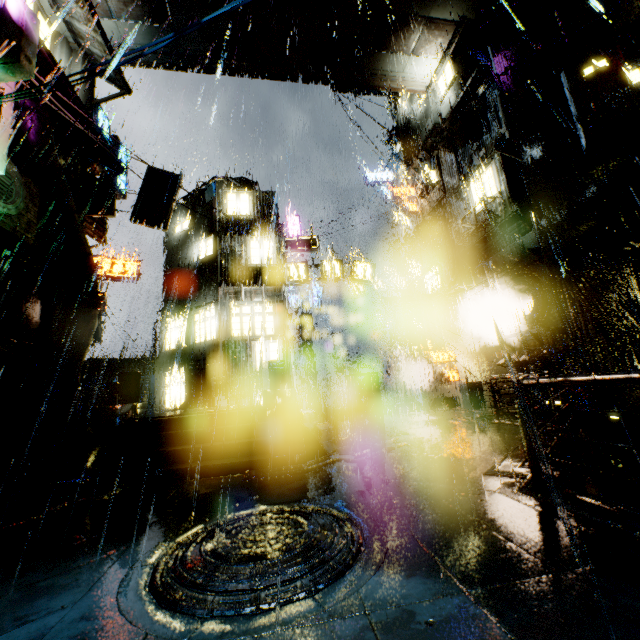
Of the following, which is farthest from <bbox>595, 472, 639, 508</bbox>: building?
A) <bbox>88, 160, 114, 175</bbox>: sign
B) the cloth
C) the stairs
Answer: the stairs

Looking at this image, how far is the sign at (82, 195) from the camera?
14.97m

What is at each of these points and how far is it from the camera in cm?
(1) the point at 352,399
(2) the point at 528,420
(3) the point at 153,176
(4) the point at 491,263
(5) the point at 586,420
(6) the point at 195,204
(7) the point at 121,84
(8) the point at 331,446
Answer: (1) support beam, 1169
(2) railing, 489
(3) sign, 1622
(4) building, 1839
(5) building, 1277
(6) building, 2067
(7) building, 1791
(8) gear, 975

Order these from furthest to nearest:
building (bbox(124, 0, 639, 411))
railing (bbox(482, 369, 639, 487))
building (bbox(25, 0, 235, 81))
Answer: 1. building (bbox(25, 0, 235, 81))
2. building (bbox(124, 0, 639, 411))
3. railing (bbox(482, 369, 639, 487))

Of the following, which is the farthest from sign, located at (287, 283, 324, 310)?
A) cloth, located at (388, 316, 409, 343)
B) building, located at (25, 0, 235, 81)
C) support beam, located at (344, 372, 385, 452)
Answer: support beam, located at (344, 372, 385, 452)

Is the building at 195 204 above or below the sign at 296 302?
above

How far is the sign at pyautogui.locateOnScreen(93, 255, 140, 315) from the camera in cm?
2334

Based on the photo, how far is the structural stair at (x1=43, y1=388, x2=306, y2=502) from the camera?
7.1m
